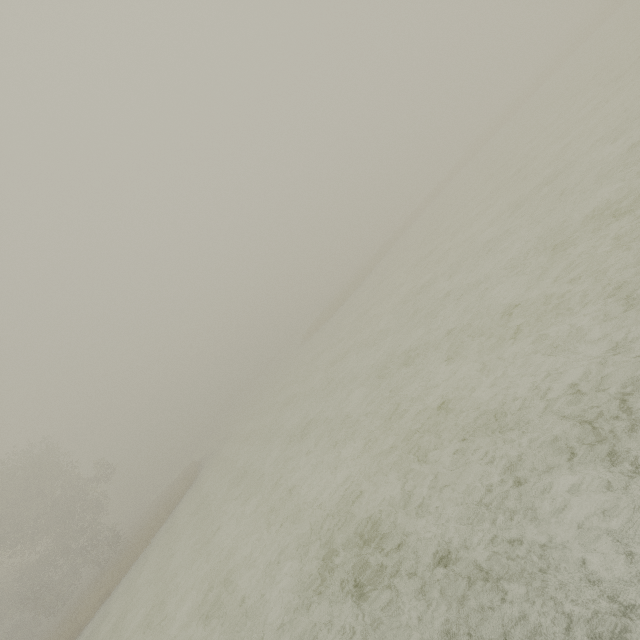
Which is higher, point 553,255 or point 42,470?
point 42,470
